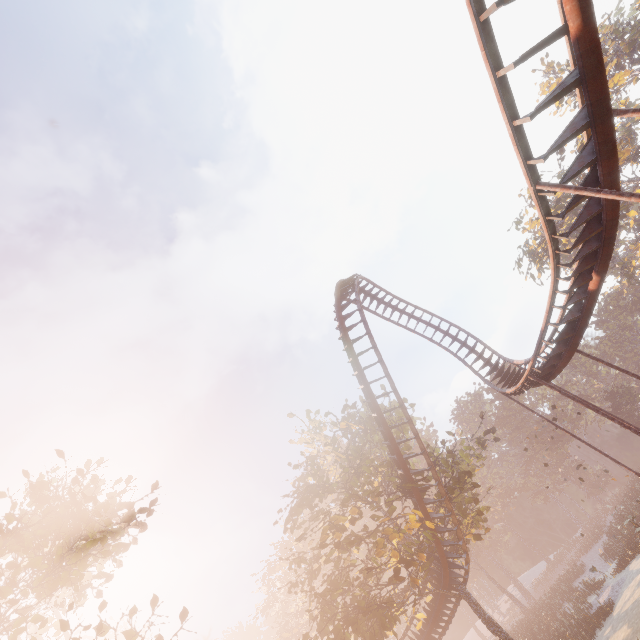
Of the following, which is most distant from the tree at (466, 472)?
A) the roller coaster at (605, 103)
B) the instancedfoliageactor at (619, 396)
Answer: the instancedfoliageactor at (619, 396)

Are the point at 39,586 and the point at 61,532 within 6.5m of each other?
yes

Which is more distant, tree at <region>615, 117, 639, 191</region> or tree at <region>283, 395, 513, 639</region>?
tree at <region>615, 117, 639, 191</region>

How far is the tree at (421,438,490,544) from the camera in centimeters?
1877cm

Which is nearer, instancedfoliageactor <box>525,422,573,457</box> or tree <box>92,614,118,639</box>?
tree <box>92,614,118,639</box>

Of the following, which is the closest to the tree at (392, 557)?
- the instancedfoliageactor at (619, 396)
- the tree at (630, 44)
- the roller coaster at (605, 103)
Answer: the roller coaster at (605, 103)

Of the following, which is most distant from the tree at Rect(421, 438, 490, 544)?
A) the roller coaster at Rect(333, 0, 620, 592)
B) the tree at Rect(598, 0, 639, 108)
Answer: the tree at Rect(598, 0, 639, 108)

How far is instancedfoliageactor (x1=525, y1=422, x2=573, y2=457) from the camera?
55.13m
